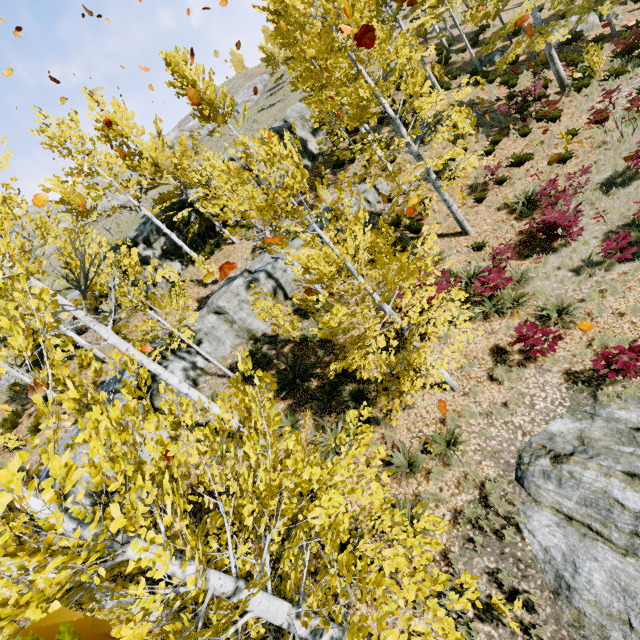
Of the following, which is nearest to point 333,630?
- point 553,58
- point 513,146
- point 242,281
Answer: point 242,281

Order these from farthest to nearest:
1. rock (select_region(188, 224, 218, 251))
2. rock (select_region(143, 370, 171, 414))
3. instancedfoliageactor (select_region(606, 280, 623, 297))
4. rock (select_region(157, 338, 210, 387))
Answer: rock (select_region(188, 224, 218, 251))
rock (select_region(157, 338, 210, 387))
rock (select_region(143, 370, 171, 414))
instancedfoliageactor (select_region(606, 280, 623, 297))

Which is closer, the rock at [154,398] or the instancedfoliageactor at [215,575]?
the instancedfoliageactor at [215,575]

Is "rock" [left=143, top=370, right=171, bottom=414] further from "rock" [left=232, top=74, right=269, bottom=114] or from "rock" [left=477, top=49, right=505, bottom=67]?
"rock" [left=477, top=49, right=505, bottom=67]

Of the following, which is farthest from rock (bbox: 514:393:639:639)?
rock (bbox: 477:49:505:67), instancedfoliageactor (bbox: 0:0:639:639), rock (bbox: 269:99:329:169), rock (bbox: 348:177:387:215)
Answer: rock (bbox: 477:49:505:67)

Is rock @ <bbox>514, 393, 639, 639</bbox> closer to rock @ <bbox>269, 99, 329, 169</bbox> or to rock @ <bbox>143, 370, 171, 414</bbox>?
rock @ <bbox>269, 99, 329, 169</bbox>

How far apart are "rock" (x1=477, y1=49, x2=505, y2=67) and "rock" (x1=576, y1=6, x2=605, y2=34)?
3.0m

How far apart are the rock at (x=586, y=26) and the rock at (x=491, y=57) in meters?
3.0
